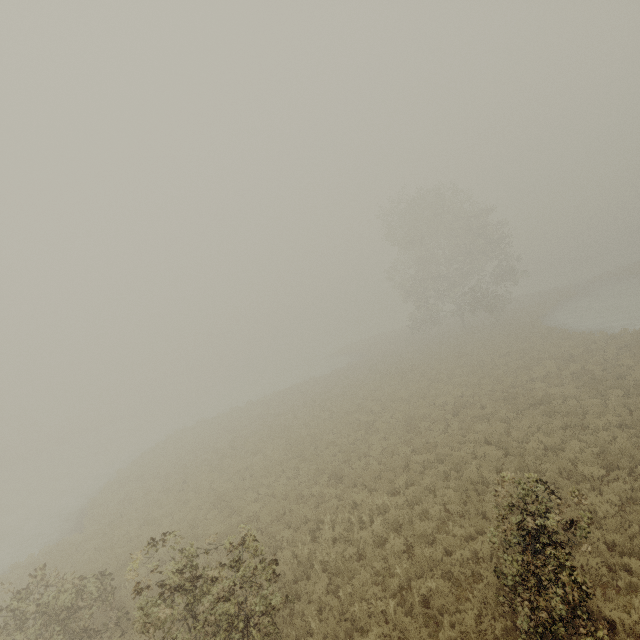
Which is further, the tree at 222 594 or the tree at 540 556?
the tree at 222 594

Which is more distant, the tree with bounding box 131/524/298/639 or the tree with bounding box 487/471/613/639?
the tree with bounding box 131/524/298/639

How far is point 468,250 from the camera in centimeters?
3353cm
